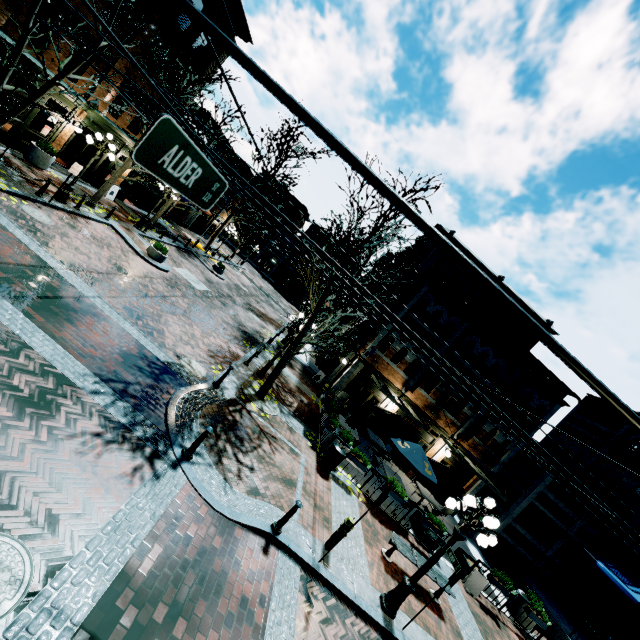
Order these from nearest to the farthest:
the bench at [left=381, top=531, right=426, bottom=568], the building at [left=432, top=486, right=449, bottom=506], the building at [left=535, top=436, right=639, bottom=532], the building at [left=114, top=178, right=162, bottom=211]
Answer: the bench at [left=381, top=531, right=426, bottom=568] < the building at [left=535, top=436, right=639, bottom=532] < the building at [left=432, top=486, right=449, bottom=506] < the building at [left=114, top=178, right=162, bottom=211]

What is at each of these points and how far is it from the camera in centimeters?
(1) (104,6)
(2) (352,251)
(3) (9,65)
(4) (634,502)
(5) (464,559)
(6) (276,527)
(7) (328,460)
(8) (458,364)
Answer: (1) building, 1380cm
(2) tree, 1083cm
(3) tree, 1030cm
(4) building, 1748cm
(5) planter, 1287cm
(6) chain link post, 706cm
(7) garbage, 1138cm
(8) building, 1800cm

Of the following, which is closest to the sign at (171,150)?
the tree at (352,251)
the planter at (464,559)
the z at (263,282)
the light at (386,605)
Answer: the tree at (352,251)

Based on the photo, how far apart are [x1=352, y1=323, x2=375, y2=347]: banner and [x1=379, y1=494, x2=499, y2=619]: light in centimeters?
1012cm

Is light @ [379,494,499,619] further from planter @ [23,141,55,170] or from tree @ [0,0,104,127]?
planter @ [23,141,55,170]

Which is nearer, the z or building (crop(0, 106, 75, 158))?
building (crop(0, 106, 75, 158))

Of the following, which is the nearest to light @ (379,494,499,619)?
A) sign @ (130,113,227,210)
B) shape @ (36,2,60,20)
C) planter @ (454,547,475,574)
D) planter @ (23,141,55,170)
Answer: planter @ (454,547,475,574)

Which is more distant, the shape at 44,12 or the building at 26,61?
the shape at 44,12
